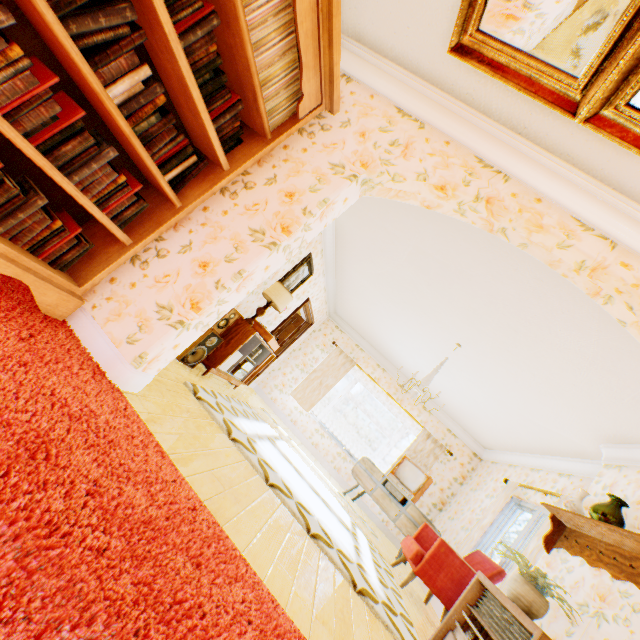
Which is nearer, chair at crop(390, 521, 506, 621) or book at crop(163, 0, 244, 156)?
book at crop(163, 0, 244, 156)

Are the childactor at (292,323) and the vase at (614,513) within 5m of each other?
no

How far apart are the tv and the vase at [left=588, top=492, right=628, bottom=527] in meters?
3.6

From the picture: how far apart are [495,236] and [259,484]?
3.2m

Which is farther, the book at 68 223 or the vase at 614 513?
the vase at 614 513

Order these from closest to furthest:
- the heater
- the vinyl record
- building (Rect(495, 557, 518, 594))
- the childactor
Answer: the vinyl record → the heater → building (Rect(495, 557, 518, 594)) → the childactor

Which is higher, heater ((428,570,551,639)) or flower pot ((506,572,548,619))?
flower pot ((506,572,548,619))

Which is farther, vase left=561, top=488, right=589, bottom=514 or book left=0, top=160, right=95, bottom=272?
vase left=561, top=488, right=589, bottom=514
